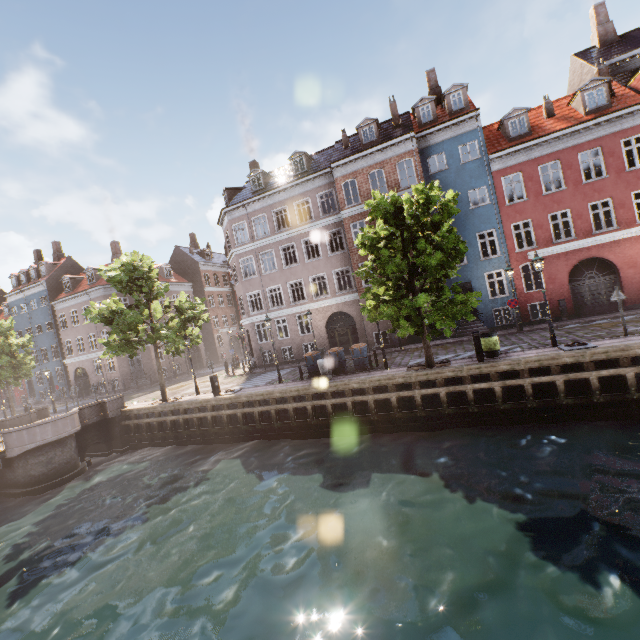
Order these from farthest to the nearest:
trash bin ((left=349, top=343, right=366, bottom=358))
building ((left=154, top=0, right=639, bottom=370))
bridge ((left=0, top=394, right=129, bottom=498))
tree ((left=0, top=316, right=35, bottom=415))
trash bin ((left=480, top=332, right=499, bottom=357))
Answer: tree ((left=0, top=316, right=35, bottom=415))
building ((left=154, top=0, right=639, bottom=370))
trash bin ((left=349, top=343, right=366, bottom=358))
bridge ((left=0, top=394, right=129, bottom=498))
trash bin ((left=480, top=332, right=499, bottom=357))

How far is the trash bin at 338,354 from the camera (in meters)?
17.23

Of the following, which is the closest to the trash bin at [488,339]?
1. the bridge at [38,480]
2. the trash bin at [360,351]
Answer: the trash bin at [360,351]

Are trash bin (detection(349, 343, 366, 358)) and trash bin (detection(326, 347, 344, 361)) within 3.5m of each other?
yes

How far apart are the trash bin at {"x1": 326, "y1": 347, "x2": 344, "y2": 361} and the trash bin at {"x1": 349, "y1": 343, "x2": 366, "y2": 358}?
0.5 meters

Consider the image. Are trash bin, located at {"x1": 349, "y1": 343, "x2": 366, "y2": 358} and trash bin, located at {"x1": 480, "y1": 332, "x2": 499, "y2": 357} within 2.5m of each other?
no

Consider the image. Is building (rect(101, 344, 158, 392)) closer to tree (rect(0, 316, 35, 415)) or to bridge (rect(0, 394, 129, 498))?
tree (rect(0, 316, 35, 415))

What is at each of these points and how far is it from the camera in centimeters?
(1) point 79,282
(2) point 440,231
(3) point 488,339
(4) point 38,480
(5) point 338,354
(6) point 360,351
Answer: (1) building, 3606cm
(2) tree, 1405cm
(3) trash bin, 1352cm
(4) bridge, 1580cm
(5) trash bin, 1727cm
(6) trash bin, 1673cm
